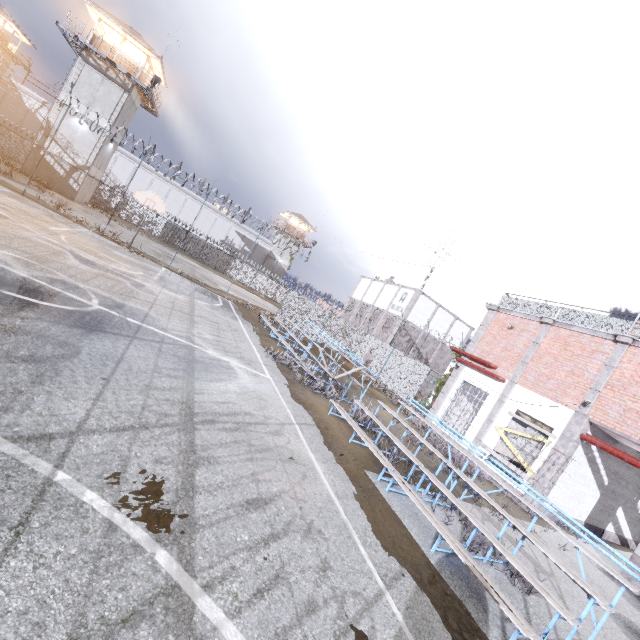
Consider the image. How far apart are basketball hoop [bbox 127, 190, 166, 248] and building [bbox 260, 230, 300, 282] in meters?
35.4 m

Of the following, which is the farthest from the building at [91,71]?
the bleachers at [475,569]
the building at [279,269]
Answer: the bleachers at [475,569]

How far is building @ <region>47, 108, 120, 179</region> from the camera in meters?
27.4 m

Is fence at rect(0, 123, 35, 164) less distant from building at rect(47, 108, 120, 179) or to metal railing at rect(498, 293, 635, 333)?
metal railing at rect(498, 293, 635, 333)

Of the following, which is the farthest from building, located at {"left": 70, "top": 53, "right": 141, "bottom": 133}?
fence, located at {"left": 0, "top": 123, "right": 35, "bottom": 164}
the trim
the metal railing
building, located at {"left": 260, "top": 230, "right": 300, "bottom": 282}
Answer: the metal railing

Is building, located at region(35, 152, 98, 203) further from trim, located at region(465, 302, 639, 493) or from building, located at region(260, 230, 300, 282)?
trim, located at region(465, 302, 639, 493)

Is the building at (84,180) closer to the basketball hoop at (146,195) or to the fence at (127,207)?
the fence at (127,207)

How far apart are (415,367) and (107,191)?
41.1m
